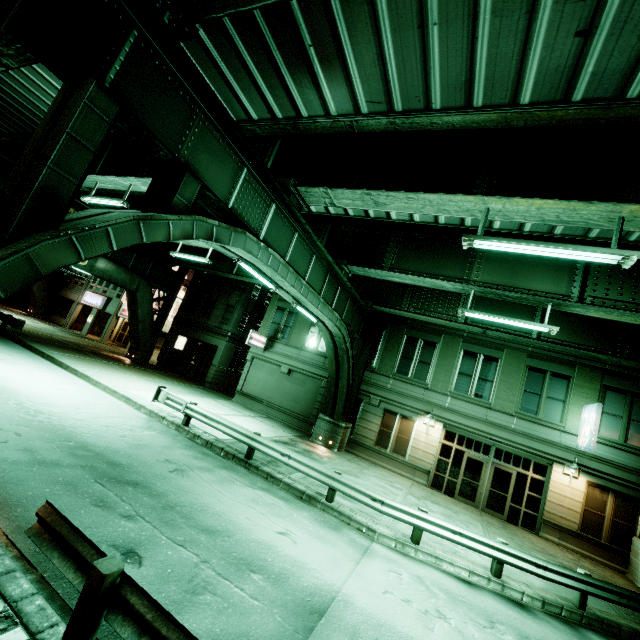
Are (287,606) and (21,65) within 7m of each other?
no

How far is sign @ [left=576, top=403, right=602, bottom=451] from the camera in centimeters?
1477cm

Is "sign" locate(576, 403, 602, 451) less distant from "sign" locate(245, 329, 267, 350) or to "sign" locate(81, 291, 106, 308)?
"sign" locate(245, 329, 267, 350)

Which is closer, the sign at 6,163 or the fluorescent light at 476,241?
the fluorescent light at 476,241

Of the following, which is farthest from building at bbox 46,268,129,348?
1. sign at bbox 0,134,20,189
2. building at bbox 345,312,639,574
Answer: building at bbox 345,312,639,574

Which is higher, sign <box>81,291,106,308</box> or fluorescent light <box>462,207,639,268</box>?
fluorescent light <box>462,207,639,268</box>

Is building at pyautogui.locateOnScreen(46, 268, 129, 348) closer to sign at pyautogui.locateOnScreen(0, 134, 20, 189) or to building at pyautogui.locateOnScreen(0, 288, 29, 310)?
building at pyautogui.locateOnScreen(0, 288, 29, 310)

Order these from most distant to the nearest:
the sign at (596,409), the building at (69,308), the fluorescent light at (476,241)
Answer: the building at (69,308) → the sign at (596,409) → the fluorescent light at (476,241)
